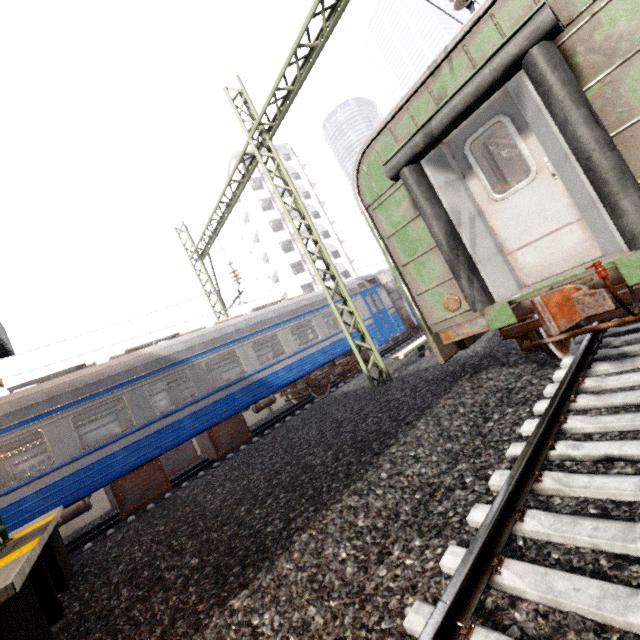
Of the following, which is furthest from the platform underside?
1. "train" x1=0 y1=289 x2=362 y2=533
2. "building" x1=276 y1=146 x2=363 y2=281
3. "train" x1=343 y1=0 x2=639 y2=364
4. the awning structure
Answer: "building" x1=276 y1=146 x2=363 y2=281

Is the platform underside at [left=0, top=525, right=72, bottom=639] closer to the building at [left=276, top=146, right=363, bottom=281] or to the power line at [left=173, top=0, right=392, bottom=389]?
the power line at [left=173, top=0, right=392, bottom=389]

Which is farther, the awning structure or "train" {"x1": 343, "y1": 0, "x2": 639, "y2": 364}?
the awning structure

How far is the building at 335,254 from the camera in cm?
4222

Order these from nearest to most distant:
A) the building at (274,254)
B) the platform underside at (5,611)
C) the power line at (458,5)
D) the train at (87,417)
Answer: the platform underside at (5,611) → the power line at (458,5) → the train at (87,417) → the building at (274,254)

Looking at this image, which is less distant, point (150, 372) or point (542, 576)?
point (542, 576)

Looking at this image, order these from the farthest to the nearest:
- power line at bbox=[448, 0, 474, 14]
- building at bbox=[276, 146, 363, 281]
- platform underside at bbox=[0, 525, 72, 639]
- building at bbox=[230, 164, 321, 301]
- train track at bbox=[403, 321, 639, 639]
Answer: building at bbox=[276, 146, 363, 281] → building at bbox=[230, 164, 321, 301] → power line at bbox=[448, 0, 474, 14] → platform underside at bbox=[0, 525, 72, 639] → train track at bbox=[403, 321, 639, 639]

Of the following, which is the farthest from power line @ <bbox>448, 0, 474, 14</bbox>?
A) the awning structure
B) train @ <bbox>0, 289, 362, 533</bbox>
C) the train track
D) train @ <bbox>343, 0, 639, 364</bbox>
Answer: the awning structure
